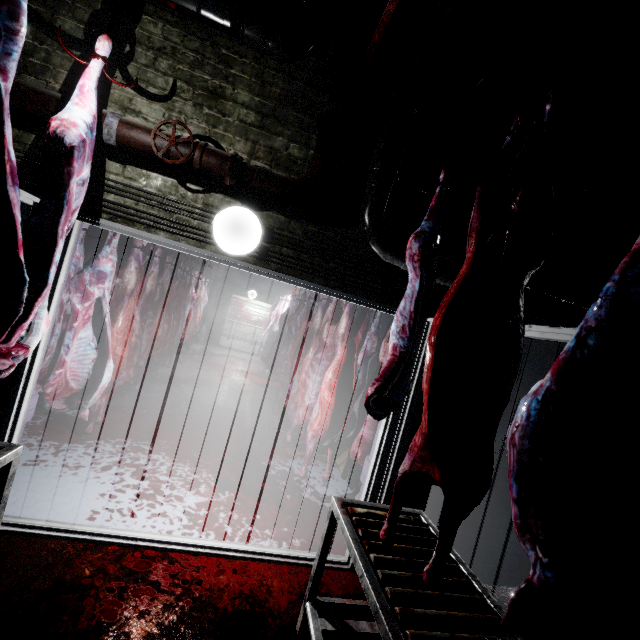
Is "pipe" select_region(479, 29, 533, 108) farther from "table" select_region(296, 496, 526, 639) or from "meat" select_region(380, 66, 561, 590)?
"table" select_region(296, 496, 526, 639)

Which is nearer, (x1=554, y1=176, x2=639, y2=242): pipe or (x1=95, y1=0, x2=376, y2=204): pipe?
(x1=95, y1=0, x2=376, y2=204): pipe

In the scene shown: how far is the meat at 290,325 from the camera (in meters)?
1.90

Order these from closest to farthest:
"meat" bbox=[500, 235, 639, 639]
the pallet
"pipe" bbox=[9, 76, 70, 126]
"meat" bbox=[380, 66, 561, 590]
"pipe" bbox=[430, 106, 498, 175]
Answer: "meat" bbox=[500, 235, 639, 639] < "meat" bbox=[380, 66, 561, 590] < "pipe" bbox=[9, 76, 70, 126] < "pipe" bbox=[430, 106, 498, 175] < the pallet

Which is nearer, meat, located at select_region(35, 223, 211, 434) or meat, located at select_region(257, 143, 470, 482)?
meat, located at select_region(257, 143, 470, 482)

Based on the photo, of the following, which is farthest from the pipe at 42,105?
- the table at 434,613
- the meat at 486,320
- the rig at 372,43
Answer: the table at 434,613

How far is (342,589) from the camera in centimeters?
221cm

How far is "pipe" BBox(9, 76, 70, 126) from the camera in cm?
169
